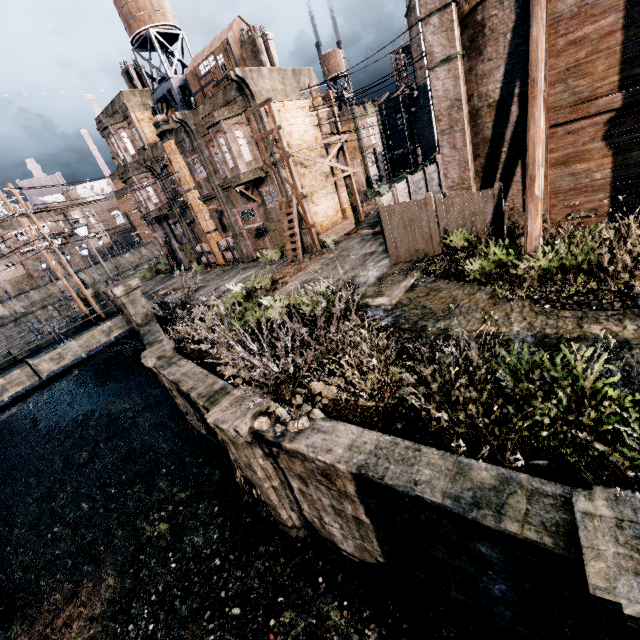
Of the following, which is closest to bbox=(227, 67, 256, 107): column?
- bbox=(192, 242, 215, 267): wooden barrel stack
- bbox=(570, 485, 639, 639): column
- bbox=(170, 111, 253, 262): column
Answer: bbox=(170, 111, 253, 262): column

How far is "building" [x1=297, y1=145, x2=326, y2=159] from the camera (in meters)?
24.45

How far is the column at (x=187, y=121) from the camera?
24.53m

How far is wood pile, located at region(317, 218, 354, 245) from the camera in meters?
24.8

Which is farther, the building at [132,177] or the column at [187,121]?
the building at [132,177]

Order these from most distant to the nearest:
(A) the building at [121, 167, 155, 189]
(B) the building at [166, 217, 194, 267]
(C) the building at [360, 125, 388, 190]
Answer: (C) the building at [360, 125, 388, 190]
(B) the building at [166, 217, 194, 267]
(A) the building at [121, 167, 155, 189]

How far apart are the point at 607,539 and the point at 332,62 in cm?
5019

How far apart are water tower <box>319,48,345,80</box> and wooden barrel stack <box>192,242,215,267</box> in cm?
2781
